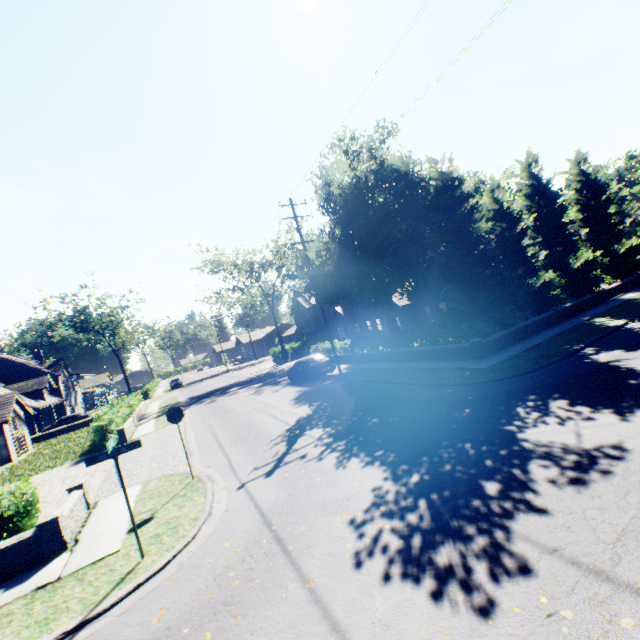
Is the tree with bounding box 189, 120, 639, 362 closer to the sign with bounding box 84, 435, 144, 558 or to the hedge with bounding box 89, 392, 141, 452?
the sign with bounding box 84, 435, 144, 558

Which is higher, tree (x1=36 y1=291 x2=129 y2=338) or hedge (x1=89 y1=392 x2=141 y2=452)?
tree (x1=36 y1=291 x2=129 y2=338)

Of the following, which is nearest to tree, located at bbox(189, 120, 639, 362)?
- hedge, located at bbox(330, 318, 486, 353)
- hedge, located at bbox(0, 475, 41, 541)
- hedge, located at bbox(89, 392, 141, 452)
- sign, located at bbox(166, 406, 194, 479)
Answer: hedge, located at bbox(330, 318, 486, 353)

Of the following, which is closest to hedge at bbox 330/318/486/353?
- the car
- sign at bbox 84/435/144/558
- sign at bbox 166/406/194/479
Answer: the car

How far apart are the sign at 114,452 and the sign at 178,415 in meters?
3.1

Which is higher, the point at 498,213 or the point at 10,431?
the point at 498,213

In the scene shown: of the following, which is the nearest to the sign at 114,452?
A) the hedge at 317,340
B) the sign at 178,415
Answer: the sign at 178,415

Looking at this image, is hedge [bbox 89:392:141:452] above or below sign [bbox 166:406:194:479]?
below
